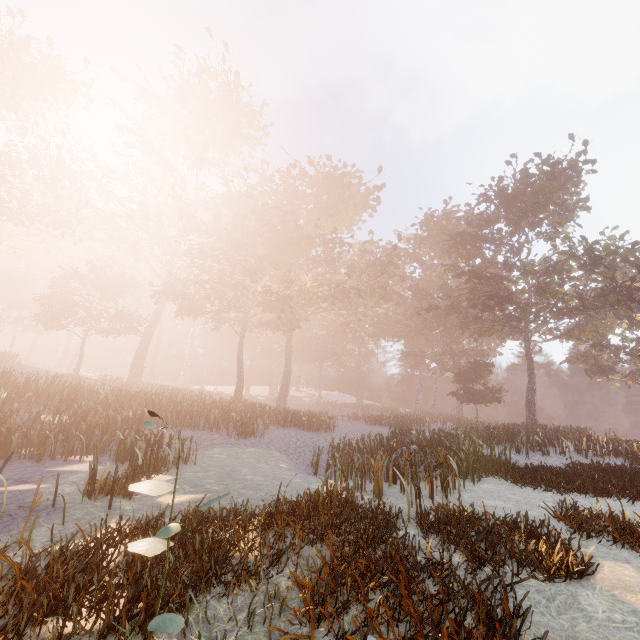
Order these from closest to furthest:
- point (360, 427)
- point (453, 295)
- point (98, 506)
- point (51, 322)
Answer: point (98, 506) < point (360, 427) < point (51, 322) < point (453, 295)
